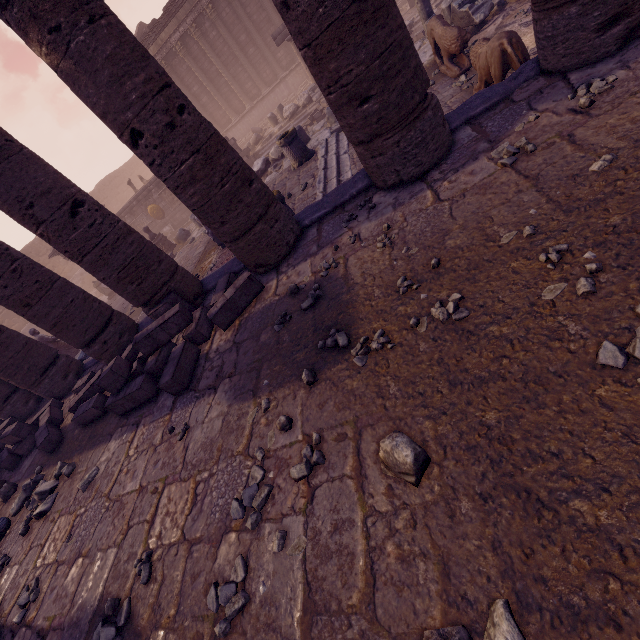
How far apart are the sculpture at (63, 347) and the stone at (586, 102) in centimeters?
1491cm

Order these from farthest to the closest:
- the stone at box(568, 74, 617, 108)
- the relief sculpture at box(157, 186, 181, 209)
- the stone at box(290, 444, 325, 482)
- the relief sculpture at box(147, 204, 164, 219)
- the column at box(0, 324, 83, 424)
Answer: the relief sculpture at box(147, 204, 164, 219), the relief sculpture at box(157, 186, 181, 209), the column at box(0, 324, 83, 424), the stone at box(568, 74, 617, 108), the stone at box(290, 444, 325, 482)

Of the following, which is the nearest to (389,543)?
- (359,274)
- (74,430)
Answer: (359,274)

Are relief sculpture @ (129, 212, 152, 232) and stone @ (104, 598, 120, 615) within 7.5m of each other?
no

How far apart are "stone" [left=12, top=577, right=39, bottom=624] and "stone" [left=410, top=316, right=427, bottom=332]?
4.9m

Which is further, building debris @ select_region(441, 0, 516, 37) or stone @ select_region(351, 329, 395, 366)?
building debris @ select_region(441, 0, 516, 37)

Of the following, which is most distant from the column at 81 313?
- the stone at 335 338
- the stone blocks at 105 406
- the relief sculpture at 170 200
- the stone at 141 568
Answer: the relief sculpture at 170 200

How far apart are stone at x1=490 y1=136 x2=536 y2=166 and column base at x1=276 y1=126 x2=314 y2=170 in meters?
7.2
